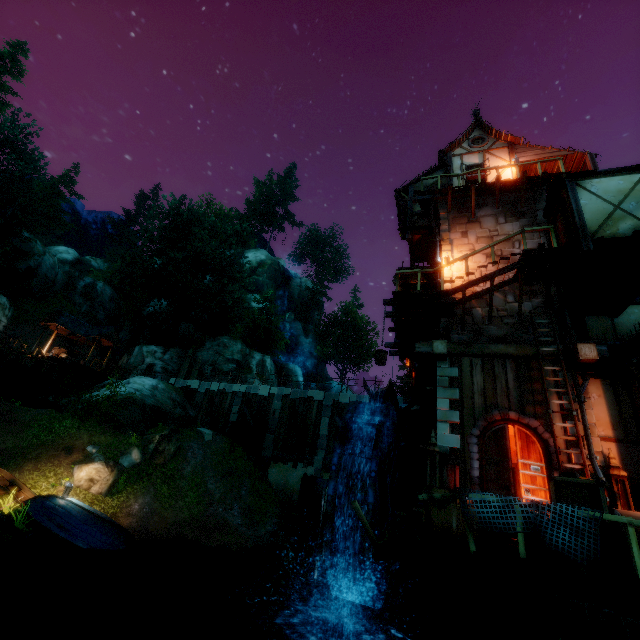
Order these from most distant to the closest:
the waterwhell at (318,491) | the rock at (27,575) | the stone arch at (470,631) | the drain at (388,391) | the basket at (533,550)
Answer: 1. the drain at (388,391)
2. the waterwhell at (318,491)
3. the rock at (27,575)
4. the basket at (533,550)
5. the stone arch at (470,631)

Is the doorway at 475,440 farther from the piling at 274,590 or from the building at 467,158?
the piling at 274,590

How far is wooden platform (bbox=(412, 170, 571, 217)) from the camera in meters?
13.1 m

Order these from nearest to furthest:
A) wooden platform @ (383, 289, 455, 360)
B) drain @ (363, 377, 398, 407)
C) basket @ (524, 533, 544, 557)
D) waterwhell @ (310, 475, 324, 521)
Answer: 1. basket @ (524, 533, 544, 557)
2. wooden platform @ (383, 289, 455, 360)
3. waterwhell @ (310, 475, 324, 521)
4. drain @ (363, 377, 398, 407)

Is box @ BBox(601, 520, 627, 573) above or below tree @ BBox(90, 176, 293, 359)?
below

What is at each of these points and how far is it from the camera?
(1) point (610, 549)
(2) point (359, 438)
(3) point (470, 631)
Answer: (1) box, 5.4m
(2) water wheel, 11.0m
(3) stone arch, 6.1m

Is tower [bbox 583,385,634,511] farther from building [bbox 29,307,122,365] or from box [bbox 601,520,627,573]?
building [bbox 29,307,122,365]

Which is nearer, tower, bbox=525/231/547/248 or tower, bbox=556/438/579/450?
tower, bbox=556/438/579/450
